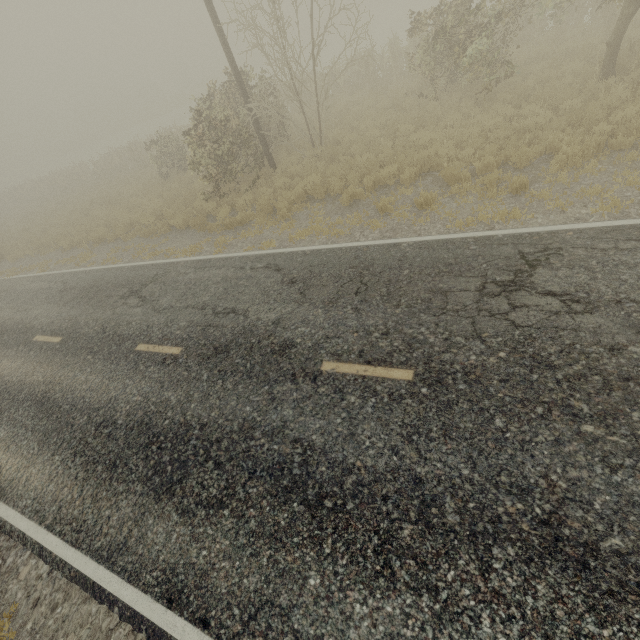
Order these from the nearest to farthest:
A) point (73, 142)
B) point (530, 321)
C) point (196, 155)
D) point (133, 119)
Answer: point (530, 321), point (196, 155), point (133, 119), point (73, 142)
